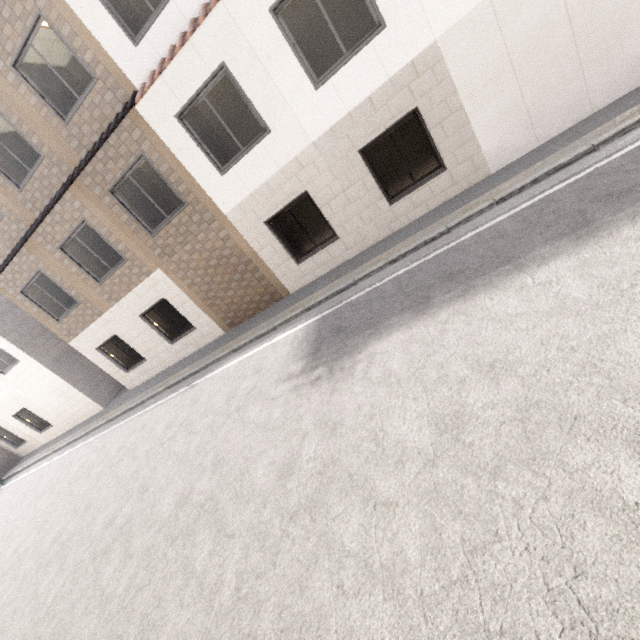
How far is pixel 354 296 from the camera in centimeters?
718cm
